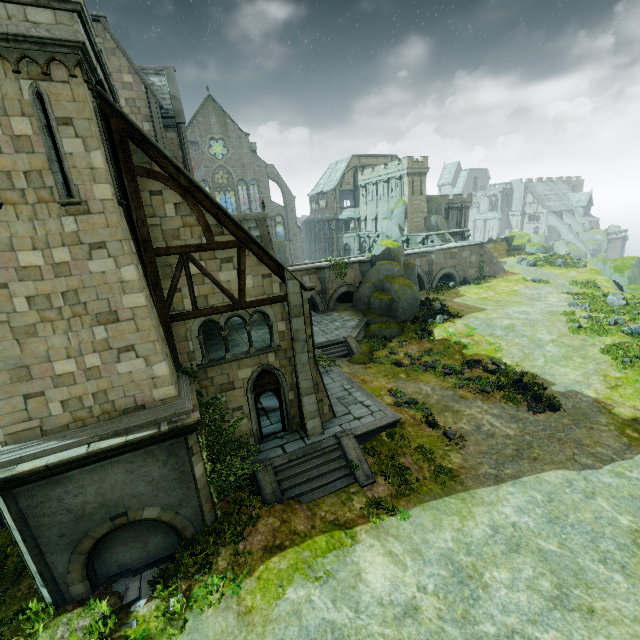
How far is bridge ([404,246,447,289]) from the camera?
37.9m

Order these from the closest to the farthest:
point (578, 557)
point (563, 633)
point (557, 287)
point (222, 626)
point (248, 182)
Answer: point (563, 633)
point (222, 626)
point (578, 557)
point (557, 287)
point (248, 182)

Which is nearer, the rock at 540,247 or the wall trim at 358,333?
the wall trim at 358,333

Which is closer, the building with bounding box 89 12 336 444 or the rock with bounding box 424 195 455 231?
the building with bounding box 89 12 336 444

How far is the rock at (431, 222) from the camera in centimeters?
4992cm

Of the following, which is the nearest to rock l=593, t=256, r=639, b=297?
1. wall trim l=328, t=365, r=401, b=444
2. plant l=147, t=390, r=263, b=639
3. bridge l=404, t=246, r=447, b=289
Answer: bridge l=404, t=246, r=447, b=289

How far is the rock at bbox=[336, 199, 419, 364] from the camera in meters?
29.3 m

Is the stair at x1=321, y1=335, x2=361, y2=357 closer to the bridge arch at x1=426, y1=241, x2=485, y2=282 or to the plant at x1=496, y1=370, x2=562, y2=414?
the plant at x1=496, y1=370, x2=562, y2=414
